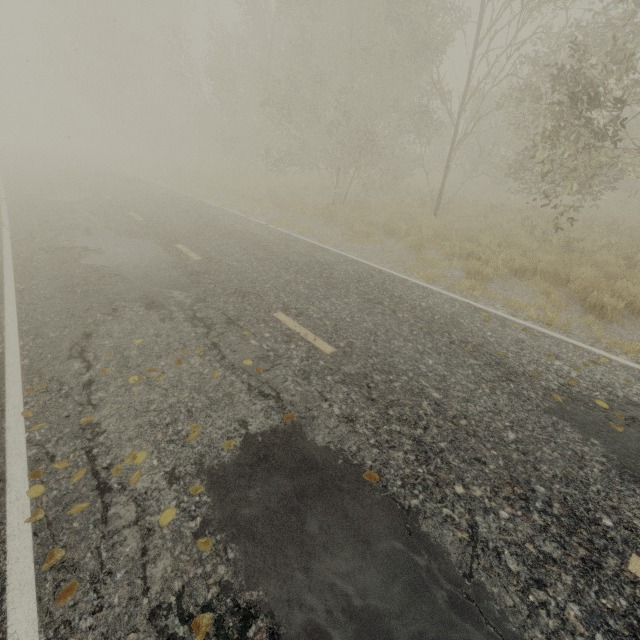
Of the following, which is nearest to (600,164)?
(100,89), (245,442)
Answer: (245,442)

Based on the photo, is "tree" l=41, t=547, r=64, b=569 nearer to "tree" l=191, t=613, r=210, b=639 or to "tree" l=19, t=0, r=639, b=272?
"tree" l=191, t=613, r=210, b=639

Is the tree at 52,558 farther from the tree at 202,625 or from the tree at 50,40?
the tree at 50,40

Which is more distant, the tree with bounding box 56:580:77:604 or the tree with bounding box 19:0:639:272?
the tree with bounding box 19:0:639:272

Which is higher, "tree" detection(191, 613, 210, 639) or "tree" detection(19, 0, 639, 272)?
"tree" detection(19, 0, 639, 272)

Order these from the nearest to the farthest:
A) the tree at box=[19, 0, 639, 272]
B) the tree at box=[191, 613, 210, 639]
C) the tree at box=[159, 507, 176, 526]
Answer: the tree at box=[191, 613, 210, 639], the tree at box=[159, 507, 176, 526], the tree at box=[19, 0, 639, 272]
